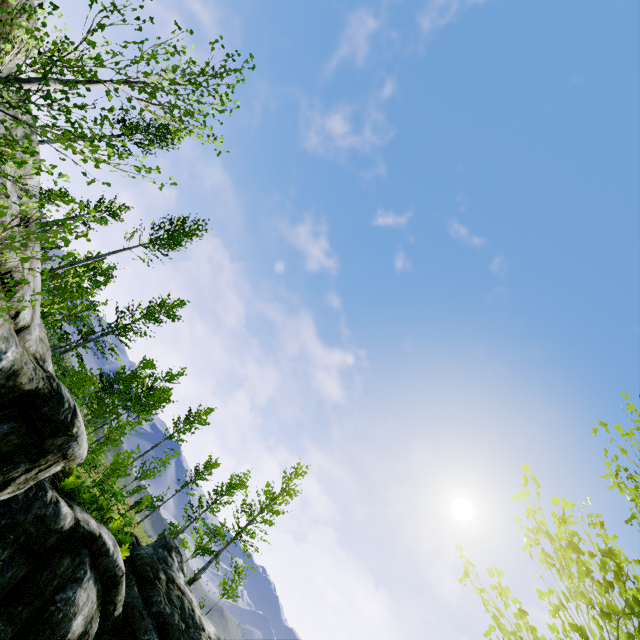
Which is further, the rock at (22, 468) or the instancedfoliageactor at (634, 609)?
the rock at (22, 468)

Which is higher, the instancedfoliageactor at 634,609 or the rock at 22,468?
the instancedfoliageactor at 634,609

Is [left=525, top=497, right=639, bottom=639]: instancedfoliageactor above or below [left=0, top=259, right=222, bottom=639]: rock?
above

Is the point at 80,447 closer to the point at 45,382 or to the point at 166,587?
the point at 45,382

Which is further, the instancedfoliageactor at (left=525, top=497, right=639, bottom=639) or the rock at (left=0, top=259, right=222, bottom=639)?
the rock at (left=0, top=259, right=222, bottom=639)
